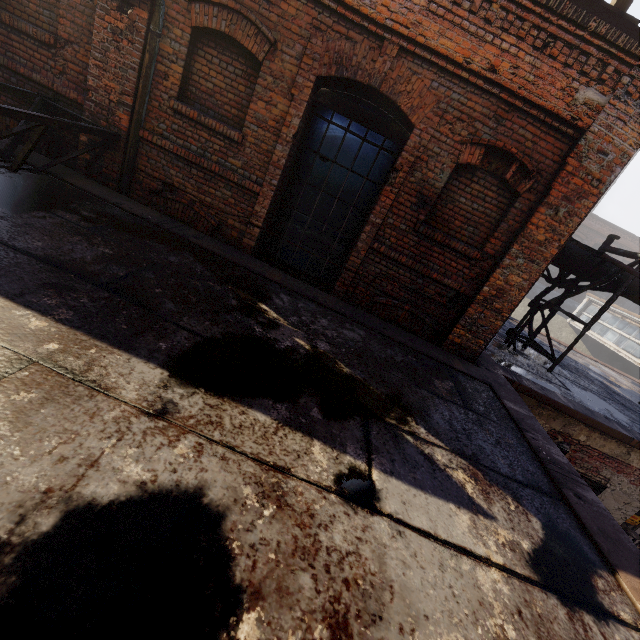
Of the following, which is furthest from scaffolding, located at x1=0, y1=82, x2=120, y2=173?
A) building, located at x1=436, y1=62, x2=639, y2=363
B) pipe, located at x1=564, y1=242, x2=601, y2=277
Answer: building, located at x1=436, y1=62, x2=639, y2=363

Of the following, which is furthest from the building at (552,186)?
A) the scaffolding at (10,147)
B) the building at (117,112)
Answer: the building at (117,112)

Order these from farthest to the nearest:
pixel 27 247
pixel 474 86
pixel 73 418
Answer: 1. pixel 474 86
2. pixel 27 247
3. pixel 73 418

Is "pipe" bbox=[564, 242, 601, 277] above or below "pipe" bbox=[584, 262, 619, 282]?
below

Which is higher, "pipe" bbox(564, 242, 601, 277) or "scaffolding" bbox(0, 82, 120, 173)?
"pipe" bbox(564, 242, 601, 277)

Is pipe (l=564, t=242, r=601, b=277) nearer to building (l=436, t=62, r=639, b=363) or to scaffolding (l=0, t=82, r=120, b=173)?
scaffolding (l=0, t=82, r=120, b=173)

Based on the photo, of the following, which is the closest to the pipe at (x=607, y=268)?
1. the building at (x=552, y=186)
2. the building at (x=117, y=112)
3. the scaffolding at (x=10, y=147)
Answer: the scaffolding at (x=10, y=147)
